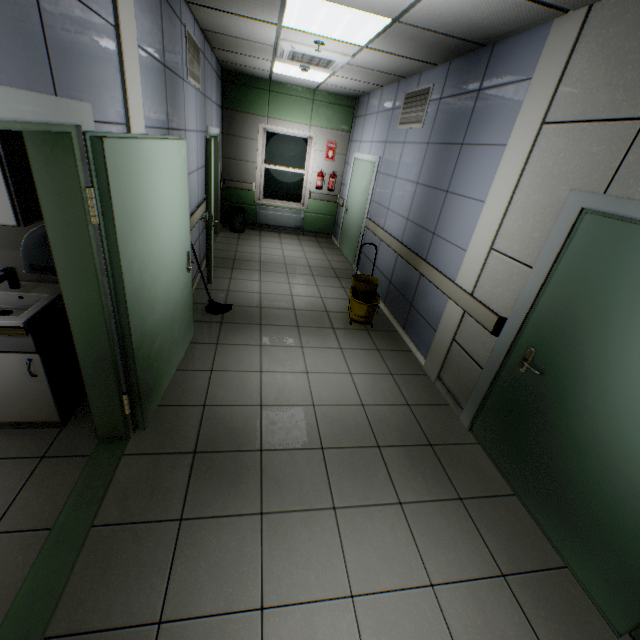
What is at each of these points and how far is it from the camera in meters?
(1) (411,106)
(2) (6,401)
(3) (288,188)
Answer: (1) ventilation grill, 4.7
(2) cabinet, 2.2
(3) window, 8.3

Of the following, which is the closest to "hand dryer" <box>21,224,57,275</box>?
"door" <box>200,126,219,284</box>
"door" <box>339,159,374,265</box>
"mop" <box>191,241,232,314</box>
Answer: "mop" <box>191,241,232,314</box>

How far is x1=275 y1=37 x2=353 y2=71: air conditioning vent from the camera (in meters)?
4.11

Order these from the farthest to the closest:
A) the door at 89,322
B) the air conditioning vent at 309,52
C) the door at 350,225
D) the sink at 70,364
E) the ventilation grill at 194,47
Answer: the door at 350,225 → the air conditioning vent at 309,52 → the ventilation grill at 194,47 → the sink at 70,364 → the door at 89,322

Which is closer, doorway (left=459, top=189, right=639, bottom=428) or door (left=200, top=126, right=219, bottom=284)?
doorway (left=459, top=189, right=639, bottom=428)

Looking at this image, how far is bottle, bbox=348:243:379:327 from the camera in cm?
444

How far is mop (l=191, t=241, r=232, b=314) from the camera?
4.0m

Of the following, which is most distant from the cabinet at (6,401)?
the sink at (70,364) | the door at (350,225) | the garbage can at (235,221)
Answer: → the garbage can at (235,221)
